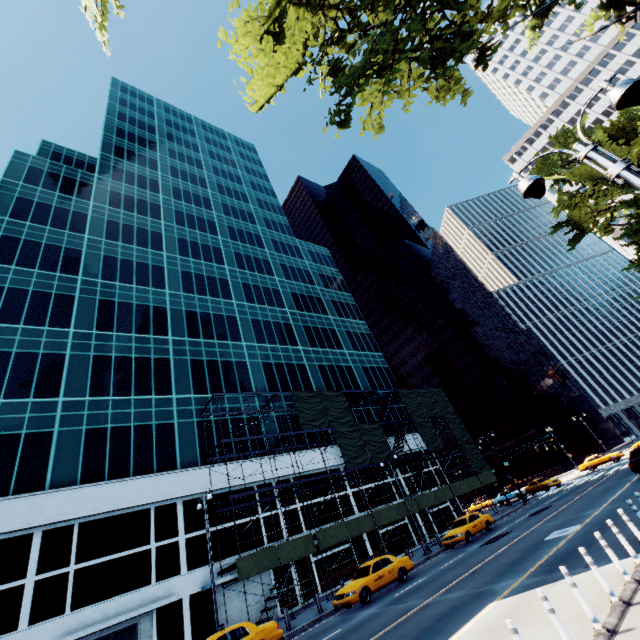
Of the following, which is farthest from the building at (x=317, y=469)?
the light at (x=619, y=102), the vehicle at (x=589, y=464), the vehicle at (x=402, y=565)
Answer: the light at (x=619, y=102)

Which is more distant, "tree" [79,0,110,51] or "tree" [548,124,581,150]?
"tree" [548,124,581,150]

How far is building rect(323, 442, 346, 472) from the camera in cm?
3262

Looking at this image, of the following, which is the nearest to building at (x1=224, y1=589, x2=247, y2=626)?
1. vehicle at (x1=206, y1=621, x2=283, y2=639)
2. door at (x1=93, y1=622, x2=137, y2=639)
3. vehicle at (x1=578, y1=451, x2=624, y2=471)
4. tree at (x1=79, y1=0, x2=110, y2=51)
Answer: door at (x1=93, y1=622, x2=137, y2=639)

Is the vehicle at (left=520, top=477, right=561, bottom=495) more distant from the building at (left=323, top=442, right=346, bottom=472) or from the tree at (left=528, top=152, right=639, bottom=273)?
the tree at (left=528, top=152, right=639, bottom=273)

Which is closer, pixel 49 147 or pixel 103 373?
pixel 103 373

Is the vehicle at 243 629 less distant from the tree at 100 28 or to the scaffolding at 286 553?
the scaffolding at 286 553

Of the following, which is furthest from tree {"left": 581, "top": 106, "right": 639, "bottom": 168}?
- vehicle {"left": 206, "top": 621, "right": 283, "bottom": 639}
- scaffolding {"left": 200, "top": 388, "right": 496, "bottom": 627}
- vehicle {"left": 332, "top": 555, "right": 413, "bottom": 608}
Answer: scaffolding {"left": 200, "top": 388, "right": 496, "bottom": 627}
